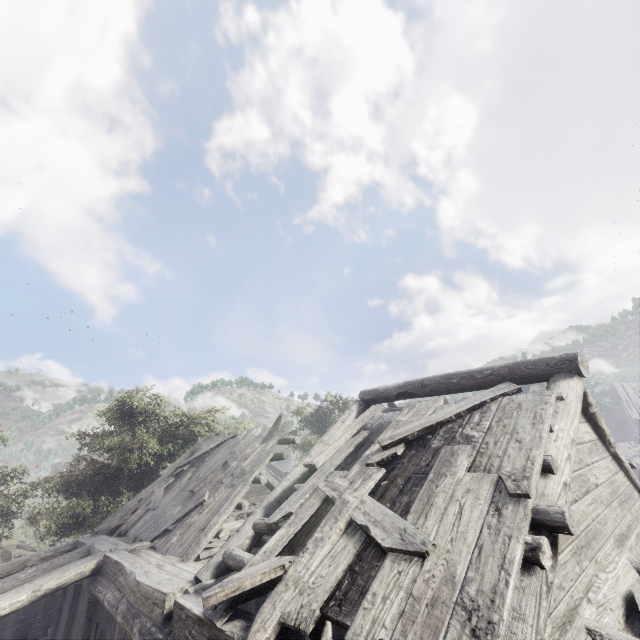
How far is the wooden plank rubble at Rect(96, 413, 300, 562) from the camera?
7.6 meters

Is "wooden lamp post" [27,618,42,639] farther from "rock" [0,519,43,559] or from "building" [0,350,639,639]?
"rock" [0,519,43,559]

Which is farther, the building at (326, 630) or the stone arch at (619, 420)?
the stone arch at (619, 420)

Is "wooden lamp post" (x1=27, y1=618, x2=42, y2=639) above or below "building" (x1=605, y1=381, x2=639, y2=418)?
below

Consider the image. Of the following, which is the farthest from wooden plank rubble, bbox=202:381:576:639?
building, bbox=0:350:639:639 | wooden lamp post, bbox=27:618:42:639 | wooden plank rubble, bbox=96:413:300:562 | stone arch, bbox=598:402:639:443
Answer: stone arch, bbox=598:402:639:443

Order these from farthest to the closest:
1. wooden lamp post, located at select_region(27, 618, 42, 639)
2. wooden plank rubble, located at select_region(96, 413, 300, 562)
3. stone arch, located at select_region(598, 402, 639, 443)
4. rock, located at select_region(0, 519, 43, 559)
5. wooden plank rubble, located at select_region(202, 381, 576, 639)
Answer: stone arch, located at select_region(598, 402, 639, 443) → rock, located at select_region(0, 519, 43, 559) → wooden lamp post, located at select_region(27, 618, 42, 639) → wooden plank rubble, located at select_region(96, 413, 300, 562) → wooden plank rubble, located at select_region(202, 381, 576, 639)

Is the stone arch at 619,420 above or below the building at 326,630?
above

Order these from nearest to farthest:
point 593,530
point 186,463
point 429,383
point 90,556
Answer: point 593,530 < point 429,383 < point 90,556 < point 186,463
